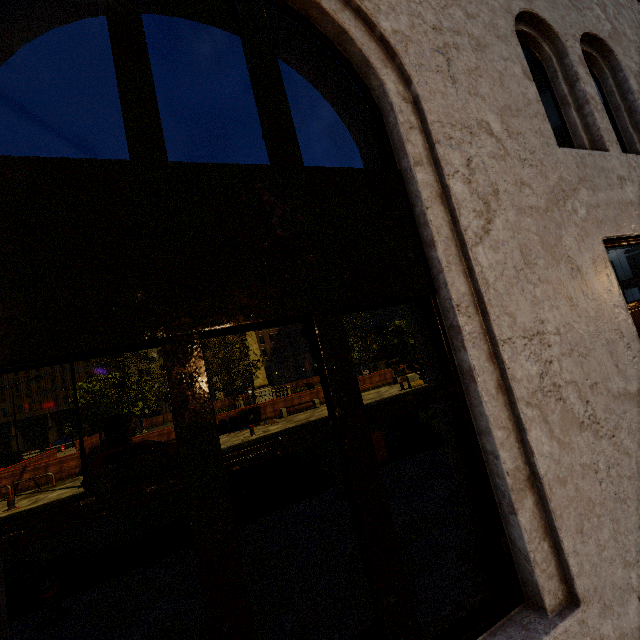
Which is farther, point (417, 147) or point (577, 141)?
point (577, 141)

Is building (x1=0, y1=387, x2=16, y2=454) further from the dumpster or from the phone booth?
the dumpster

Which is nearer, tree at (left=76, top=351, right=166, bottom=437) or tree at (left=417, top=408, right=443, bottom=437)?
tree at (left=417, top=408, right=443, bottom=437)

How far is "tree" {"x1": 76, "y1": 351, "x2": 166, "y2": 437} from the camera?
19.36m

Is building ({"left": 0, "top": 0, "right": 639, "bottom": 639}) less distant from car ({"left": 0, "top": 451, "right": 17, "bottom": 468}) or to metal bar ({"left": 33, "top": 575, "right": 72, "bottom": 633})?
metal bar ({"left": 33, "top": 575, "right": 72, "bottom": 633})

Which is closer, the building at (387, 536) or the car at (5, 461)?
the building at (387, 536)

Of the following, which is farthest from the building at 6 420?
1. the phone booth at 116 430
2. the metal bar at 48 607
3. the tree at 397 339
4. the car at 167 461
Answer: the phone booth at 116 430

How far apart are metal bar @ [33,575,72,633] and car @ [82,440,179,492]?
8.16m
